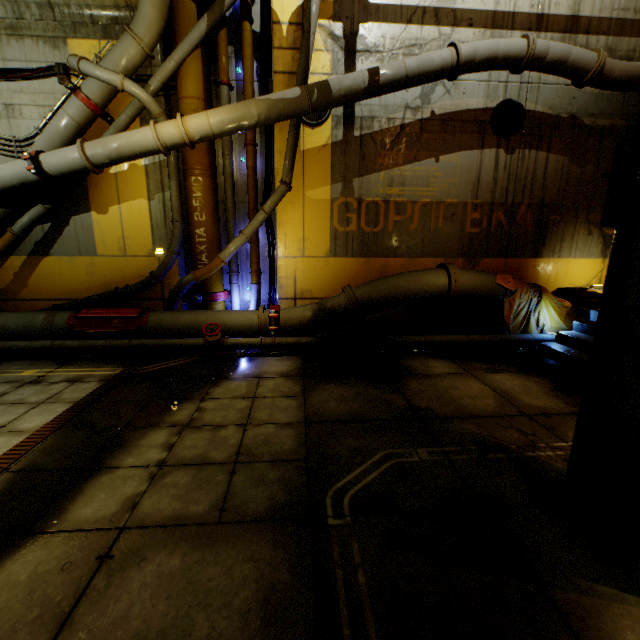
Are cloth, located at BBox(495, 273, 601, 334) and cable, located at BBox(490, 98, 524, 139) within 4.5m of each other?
yes

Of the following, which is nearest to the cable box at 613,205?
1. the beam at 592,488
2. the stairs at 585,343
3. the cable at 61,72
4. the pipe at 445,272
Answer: the beam at 592,488

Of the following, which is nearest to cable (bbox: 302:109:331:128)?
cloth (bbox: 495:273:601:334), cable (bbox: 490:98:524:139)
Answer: cable (bbox: 490:98:524:139)

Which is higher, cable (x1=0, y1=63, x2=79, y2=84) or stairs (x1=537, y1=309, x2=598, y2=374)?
cable (x1=0, y1=63, x2=79, y2=84)

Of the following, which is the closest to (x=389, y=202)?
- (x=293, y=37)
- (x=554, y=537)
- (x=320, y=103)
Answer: (x=320, y=103)

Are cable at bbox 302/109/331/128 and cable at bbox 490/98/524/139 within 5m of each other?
yes

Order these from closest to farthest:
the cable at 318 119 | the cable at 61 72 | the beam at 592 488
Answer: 1. the beam at 592 488
2. the cable at 61 72
3. the cable at 318 119

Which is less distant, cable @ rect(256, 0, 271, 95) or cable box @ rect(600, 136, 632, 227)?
cable box @ rect(600, 136, 632, 227)
